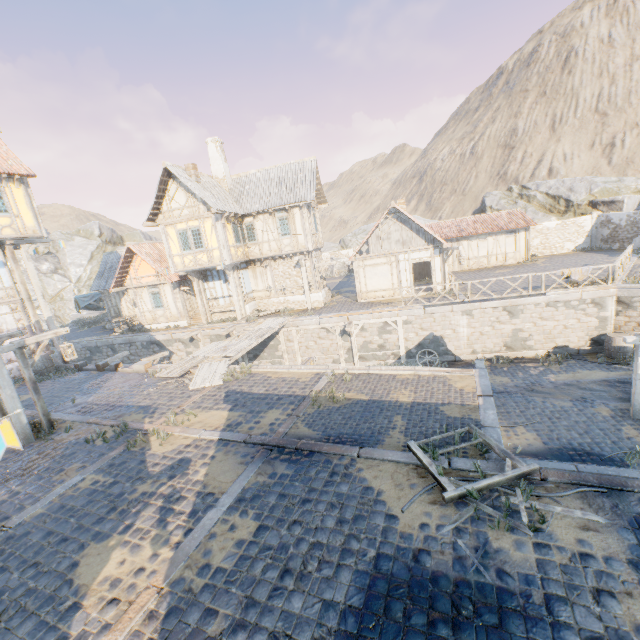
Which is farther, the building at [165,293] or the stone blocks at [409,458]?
the building at [165,293]

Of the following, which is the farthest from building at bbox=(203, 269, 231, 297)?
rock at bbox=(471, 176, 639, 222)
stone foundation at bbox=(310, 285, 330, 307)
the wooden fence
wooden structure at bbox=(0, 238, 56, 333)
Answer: rock at bbox=(471, 176, 639, 222)

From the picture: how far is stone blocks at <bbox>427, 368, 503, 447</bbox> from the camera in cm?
675

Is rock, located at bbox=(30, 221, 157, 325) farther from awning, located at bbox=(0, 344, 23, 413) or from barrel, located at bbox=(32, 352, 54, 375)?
barrel, located at bbox=(32, 352, 54, 375)

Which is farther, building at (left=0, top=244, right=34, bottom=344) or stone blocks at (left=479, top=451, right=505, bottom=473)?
building at (left=0, top=244, right=34, bottom=344)

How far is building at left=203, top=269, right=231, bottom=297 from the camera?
22.2m

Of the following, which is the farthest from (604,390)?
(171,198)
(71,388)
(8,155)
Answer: (8,155)

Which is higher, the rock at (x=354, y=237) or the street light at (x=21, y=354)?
the rock at (x=354, y=237)
